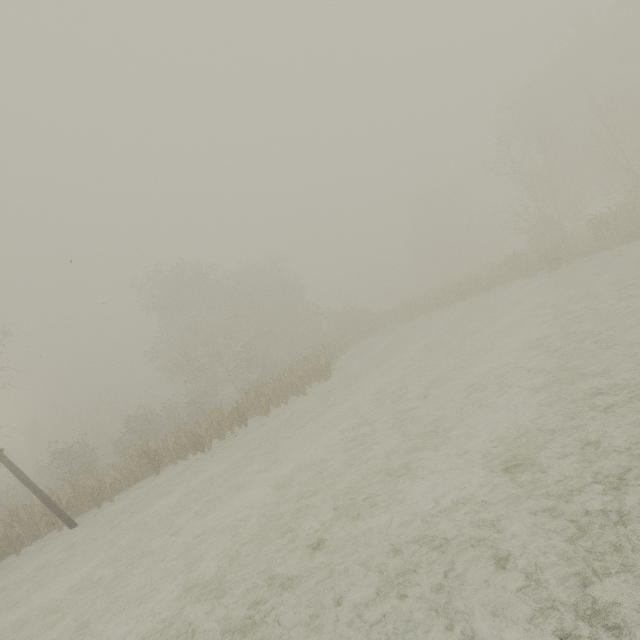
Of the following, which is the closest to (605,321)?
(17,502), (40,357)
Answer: (40,357)
